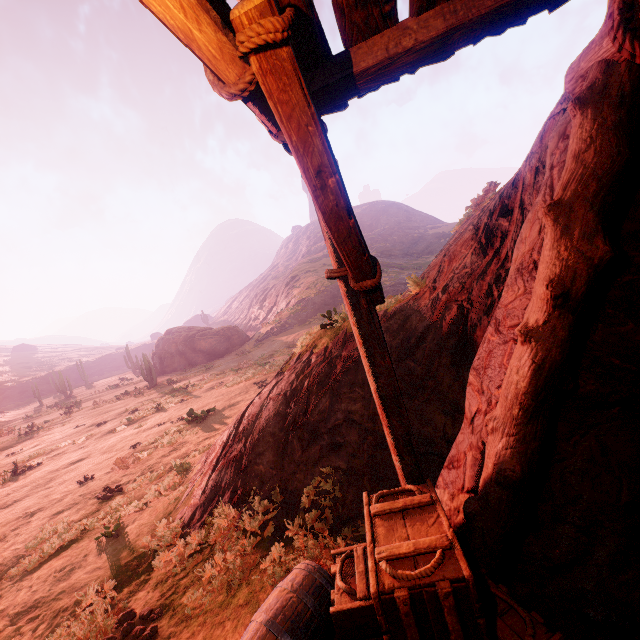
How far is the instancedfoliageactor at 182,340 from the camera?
35.8m

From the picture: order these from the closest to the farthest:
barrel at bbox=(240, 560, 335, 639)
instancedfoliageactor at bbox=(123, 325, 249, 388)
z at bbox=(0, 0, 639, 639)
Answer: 1. z at bbox=(0, 0, 639, 639)
2. barrel at bbox=(240, 560, 335, 639)
3. instancedfoliageactor at bbox=(123, 325, 249, 388)

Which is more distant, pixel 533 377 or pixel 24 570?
pixel 24 570

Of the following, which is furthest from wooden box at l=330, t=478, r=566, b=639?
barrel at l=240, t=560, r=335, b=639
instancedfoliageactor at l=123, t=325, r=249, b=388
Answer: instancedfoliageactor at l=123, t=325, r=249, b=388

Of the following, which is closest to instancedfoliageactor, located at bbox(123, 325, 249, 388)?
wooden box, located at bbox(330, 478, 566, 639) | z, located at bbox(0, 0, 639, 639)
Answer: z, located at bbox(0, 0, 639, 639)

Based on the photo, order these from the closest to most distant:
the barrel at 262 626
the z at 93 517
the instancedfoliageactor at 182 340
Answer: the z at 93 517, the barrel at 262 626, the instancedfoliageactor at 182 340

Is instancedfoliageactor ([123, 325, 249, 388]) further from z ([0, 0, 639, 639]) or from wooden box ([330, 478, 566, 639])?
wooden box ([330, 478, 566, 639])
